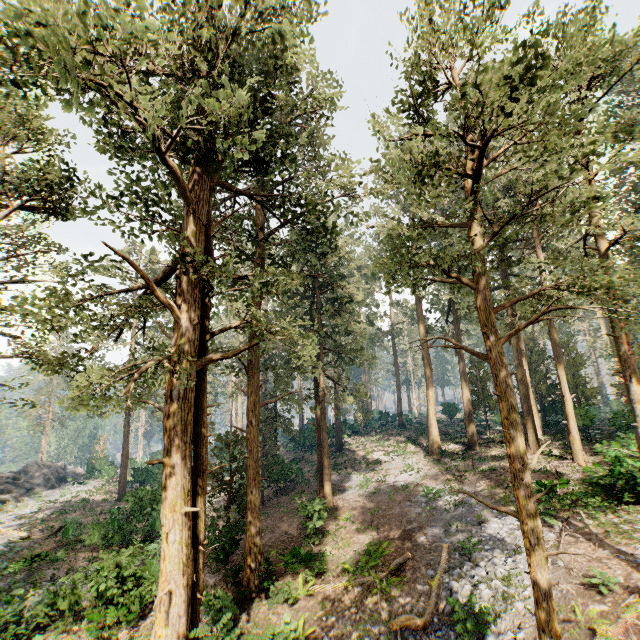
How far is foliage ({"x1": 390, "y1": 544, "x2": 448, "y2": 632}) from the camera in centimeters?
1092cm

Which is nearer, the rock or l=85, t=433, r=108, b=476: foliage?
the rock

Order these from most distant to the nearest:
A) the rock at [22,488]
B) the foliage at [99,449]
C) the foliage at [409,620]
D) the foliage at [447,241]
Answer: the foliage at [99,449] < the rock at [22,488] < the foliage at [409,620] < the foliage at [447,241]

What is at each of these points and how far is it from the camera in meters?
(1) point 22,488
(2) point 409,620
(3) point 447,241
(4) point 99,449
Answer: (1) rock, 39.4 m
(2) foliage, 11.3 m
(3) foliage, 25.5 m
(4) foliage, 50.1 m

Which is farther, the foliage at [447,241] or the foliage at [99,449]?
the foliage at [99,449]

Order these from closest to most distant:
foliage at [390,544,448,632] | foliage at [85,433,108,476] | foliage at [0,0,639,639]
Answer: foliage at [0,0,639,639]
foliage at [390,544,448,632]
foliage at [85,433,108,476]
